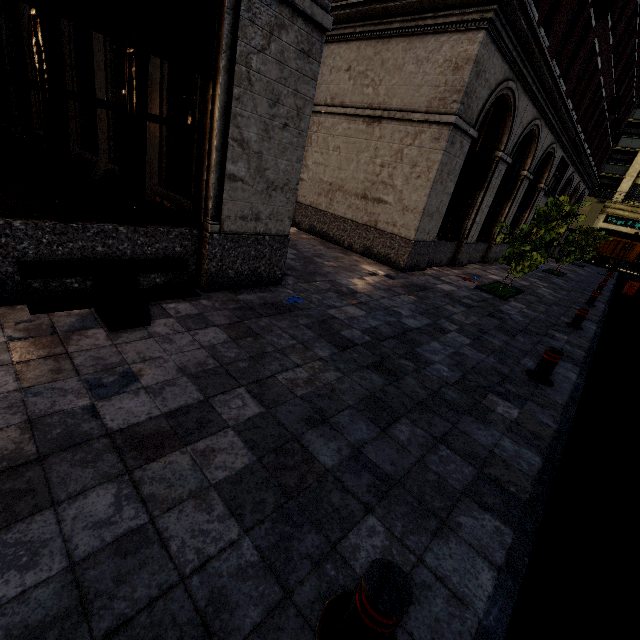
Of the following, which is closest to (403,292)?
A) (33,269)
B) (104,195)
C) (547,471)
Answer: (547,471)

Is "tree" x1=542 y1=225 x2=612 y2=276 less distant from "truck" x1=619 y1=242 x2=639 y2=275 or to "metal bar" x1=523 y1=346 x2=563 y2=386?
"metal bar" x1=523 y1=346 x2=563 y2=386

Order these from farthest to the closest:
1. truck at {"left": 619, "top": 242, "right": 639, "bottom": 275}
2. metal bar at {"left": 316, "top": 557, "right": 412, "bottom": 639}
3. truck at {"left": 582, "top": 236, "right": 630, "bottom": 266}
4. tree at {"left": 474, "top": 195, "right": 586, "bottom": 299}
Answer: truck at {"left": 582, "top": 236, "right": 630, "bottom": 266}, truck at {"left": 619, "top": 242, "right": 639, "bottom": 275}, tree at {"left": 474, "top": 195, "right": 586, "bottom": 299}, metal bar at {"left": 316, "top": 557, "right": 412, "bottom": 639}

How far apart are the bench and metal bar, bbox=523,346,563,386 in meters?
5.3 m

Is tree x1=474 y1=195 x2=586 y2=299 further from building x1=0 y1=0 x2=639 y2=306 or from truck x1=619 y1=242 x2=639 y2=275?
truck x1=619 y1=242 x2=639 y2=275

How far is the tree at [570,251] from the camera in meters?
17.6

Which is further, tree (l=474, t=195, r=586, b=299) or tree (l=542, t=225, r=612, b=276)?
tree (l=542, t=225, r=612, b=276)

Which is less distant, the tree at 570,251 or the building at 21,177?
the building at 21,177
